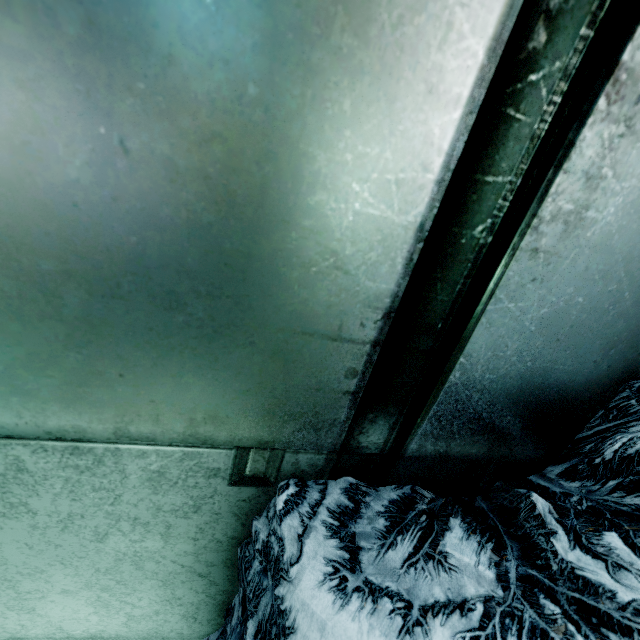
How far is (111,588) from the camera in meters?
1.1
